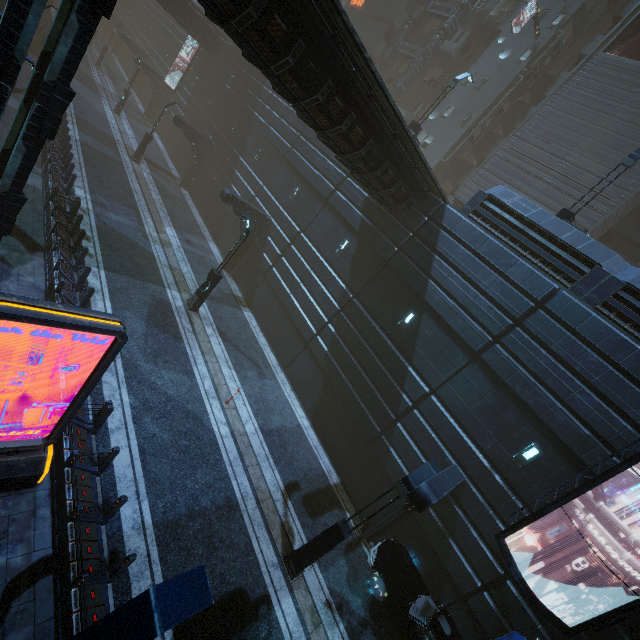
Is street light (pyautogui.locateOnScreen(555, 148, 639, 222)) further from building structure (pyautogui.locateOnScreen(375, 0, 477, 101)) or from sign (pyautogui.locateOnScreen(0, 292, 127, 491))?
building structure (pyautogui.locateOnScreen(375, 0, 477, 101))

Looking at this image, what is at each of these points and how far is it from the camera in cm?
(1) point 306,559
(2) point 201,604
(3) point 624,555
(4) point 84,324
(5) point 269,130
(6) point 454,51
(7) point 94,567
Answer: (1) street light, 964
(2) street light, 297
(3) building, 924
(4) sign, 524
(5) building, 2359
(6) building, 3044
(7) building, 665

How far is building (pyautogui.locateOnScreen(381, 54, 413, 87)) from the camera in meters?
33.2 m

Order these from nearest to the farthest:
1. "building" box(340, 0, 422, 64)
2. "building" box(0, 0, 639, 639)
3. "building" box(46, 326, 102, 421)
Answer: "building" box(46, 326, 102, 421) → "building" box(0, 0, 639, 639) → "building" box(340, 0, 422, 64)

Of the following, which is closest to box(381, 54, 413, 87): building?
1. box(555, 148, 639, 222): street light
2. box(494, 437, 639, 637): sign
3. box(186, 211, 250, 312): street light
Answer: box(494, 437, 639, 637): sign

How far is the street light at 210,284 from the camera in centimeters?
1485cm

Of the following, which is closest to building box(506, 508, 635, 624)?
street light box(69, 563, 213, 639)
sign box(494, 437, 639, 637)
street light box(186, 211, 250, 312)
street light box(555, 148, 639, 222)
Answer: sign box(494, 437, 639, 637)

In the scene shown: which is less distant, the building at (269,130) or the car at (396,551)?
the building at (269,130)
